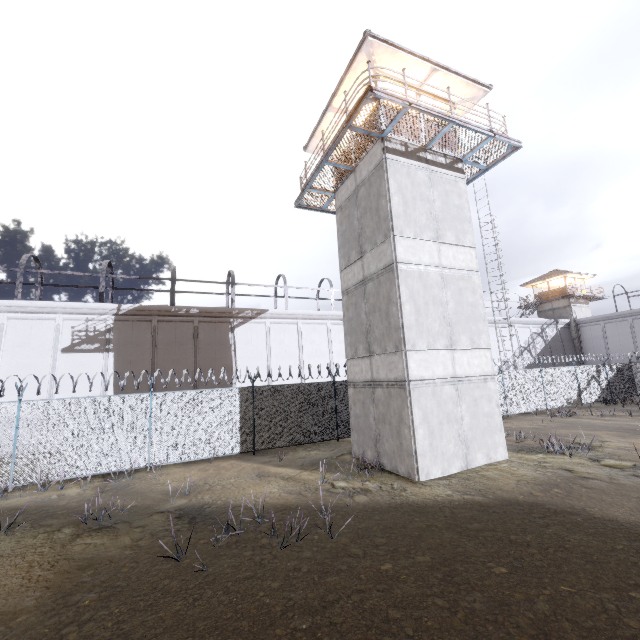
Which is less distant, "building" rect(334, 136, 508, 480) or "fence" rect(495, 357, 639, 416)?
"building" rect(334, 136, 508, 480)

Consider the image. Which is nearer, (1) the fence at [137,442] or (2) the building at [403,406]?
(2) the building at [403,406]

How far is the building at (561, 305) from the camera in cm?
3825

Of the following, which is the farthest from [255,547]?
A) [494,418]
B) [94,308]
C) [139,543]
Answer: [94,308]

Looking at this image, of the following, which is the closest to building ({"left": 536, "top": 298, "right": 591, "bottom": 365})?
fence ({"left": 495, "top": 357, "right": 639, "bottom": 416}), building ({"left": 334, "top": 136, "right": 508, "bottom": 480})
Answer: fence ({"left": 495, "top": 357, "right": 639, "bottom": 416})

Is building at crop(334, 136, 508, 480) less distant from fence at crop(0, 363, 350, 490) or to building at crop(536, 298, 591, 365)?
fence at crop(0, 363, 350, 490)
